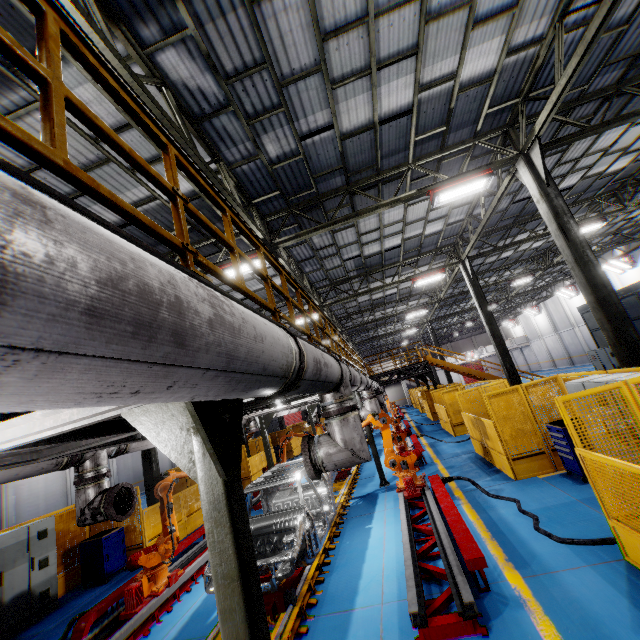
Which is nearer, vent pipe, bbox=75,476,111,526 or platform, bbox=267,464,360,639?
platform, bbox=267,464,360,639

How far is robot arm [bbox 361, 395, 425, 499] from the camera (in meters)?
8.50

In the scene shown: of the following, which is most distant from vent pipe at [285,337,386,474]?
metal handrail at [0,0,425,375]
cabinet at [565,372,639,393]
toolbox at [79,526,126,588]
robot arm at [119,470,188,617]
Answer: toolbox at [79,526,126,588]

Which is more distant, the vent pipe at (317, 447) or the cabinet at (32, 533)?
the cabinet at (32, 533)

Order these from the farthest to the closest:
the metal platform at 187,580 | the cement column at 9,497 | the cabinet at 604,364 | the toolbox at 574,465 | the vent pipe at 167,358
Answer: the cement column at 9,497
the cabinet at 604,364
the toolbox at 574,465
the metal platform at 187,580
the vent pipe at 167,358

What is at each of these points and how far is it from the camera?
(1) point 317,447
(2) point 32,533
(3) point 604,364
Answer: (1) vent pipe, 4.27m
(2) cabinet, 8.33m
(3) cabinet, 15.70m

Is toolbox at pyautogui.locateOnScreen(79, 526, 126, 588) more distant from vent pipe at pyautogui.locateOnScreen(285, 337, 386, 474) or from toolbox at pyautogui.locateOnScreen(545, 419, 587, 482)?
toolbox at pyautogui.locateOnScreen(545, 419, 587, 482)

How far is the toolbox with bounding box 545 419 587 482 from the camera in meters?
7.1
